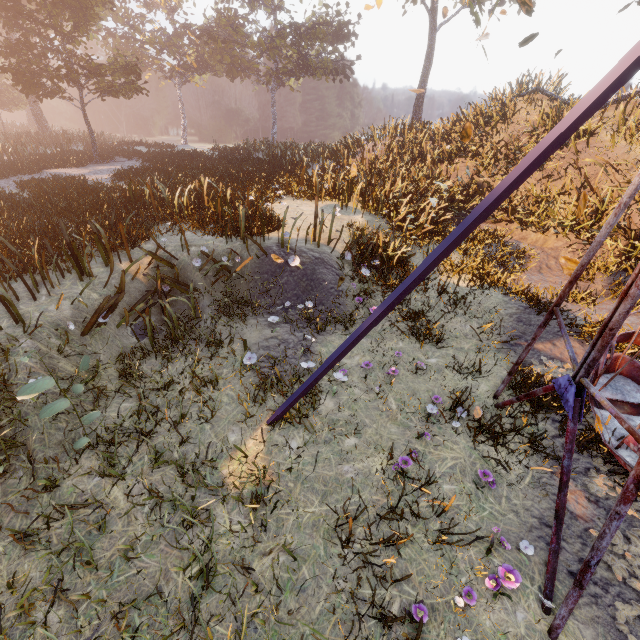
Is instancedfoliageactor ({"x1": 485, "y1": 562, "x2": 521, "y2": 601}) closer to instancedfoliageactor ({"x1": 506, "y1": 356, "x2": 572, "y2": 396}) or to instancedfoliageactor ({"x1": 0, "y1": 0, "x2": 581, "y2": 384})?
instancedfoliageactor ({"x1": 506, "y1": 356, "x2": 572, "y2": 396})

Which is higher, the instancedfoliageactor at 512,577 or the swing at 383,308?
the swing at 383,308

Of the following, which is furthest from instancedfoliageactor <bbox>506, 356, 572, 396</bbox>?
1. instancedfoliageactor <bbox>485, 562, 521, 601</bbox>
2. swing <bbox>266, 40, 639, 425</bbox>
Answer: instancedfoliageactor <bbox>485, 562, 521, 601</bbox>

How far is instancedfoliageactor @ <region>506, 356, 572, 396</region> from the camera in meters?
5.4 m

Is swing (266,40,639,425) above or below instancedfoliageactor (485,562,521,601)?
above

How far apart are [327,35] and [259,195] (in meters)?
29.47

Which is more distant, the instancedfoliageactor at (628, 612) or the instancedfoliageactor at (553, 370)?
the instancedfoliageactor at (553, 370)

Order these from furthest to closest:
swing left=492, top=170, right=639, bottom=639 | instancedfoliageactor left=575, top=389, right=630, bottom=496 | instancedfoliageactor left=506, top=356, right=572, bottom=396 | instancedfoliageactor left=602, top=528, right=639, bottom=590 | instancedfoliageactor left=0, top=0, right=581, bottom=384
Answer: instancedfoliageactor left=0, top=0, right=581, bottom=384, instancedfoliageactor left=506, top=356, right=572, bottom=396, instancedfoliageactor left=575, top=389, right=630, bottom=496, instancedfoliageactor left=602, top=528, right=639, bottom=590, swing left=492, top=170, right=639, bottom=639
